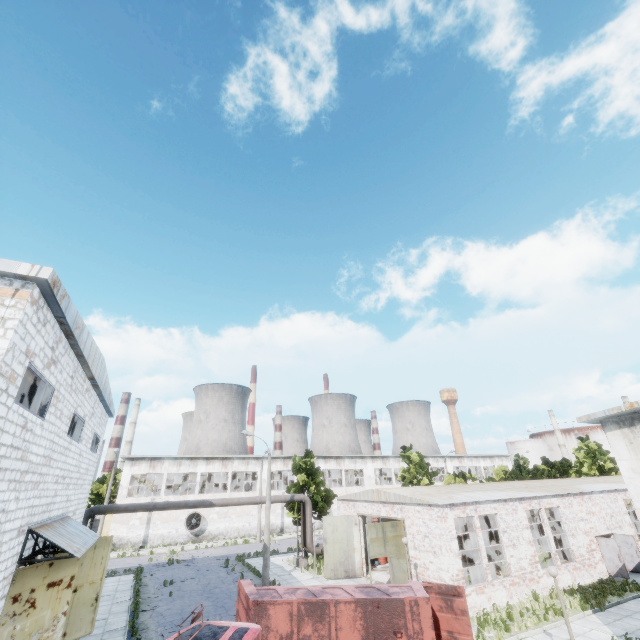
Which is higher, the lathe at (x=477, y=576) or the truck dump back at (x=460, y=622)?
the truck dump back at (x=460, y=622)

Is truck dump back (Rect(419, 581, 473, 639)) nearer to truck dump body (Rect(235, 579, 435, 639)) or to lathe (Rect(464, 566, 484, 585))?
truck dump body (Rect(235, 579, 435, 639))

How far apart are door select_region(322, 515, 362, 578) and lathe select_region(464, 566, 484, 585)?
7.5 meters

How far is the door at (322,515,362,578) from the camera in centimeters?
2325cm

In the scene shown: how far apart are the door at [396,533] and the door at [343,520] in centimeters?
532cm

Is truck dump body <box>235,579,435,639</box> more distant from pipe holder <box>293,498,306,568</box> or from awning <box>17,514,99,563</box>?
pipe holder <box>293,498,306,568</box>

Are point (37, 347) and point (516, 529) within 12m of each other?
no

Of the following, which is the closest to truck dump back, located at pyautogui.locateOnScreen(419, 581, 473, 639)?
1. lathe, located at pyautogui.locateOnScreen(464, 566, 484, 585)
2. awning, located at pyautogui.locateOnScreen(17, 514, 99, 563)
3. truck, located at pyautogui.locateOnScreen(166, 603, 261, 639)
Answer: truck, located at pyautogui.locateOnScreen(166, 603, 261, 639)
